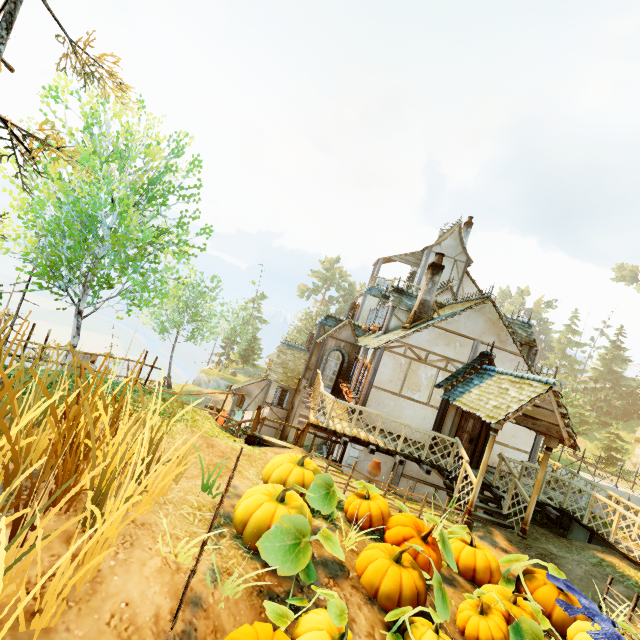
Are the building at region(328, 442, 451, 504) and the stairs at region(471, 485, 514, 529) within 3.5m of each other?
yes

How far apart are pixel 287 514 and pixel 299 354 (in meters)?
19.27

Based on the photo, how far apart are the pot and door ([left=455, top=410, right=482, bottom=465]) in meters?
5.3 m

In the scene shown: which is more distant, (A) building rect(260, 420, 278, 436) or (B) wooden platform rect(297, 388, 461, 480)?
(A) building rect(260, 420, 278, 436)

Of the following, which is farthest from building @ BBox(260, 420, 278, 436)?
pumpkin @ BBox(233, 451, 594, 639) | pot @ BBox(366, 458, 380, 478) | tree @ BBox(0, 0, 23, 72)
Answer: tree @ BBox(0, 0, 23, 72)

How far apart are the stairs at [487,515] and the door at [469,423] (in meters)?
1.13

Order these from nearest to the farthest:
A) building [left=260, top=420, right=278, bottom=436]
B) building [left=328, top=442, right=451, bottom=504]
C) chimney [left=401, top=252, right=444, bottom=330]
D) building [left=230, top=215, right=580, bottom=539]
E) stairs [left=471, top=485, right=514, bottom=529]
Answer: building [left=230, top=215, right=580, bottom=539], stairs [left=471, top=485, right=514, bottom=529], building [left=328, top=442, right=451, bottom=504], chimney [left=401, top=252, right=444, bottom=330], building [left=260, top=420, right=278, bottom=436]

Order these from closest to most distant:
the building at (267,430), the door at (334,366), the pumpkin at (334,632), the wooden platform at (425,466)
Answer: the pumpkin at (334,632)
the wooden platform at (425,466)
the door at (334,366)
the building at (267,430)
